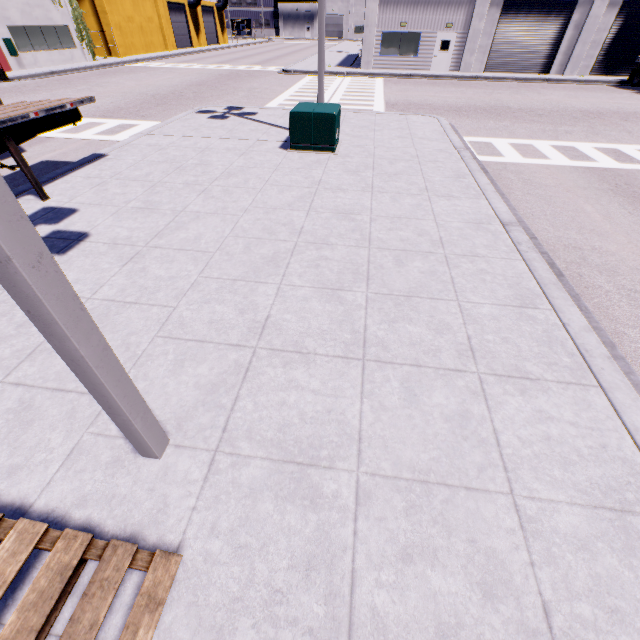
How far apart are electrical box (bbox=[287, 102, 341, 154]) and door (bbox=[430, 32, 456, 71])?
23.4 meters

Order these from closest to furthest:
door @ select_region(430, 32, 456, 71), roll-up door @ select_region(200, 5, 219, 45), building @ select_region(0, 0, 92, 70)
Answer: building @ select_region(0, 0, 92, 70)
door @ select_region(430, 32, 456, 71)
roll-up door @ select_region(200, 5, 219, 45)

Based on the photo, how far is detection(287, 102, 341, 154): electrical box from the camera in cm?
876

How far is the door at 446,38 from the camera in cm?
2495

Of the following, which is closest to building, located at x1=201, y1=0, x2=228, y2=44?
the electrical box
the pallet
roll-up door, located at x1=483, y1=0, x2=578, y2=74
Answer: roll-up door, located at x1=483, y1=0, x2=578, y2=74

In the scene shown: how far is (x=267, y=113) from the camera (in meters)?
13.33

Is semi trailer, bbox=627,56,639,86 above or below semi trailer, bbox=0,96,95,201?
below

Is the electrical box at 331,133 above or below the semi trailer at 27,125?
below
